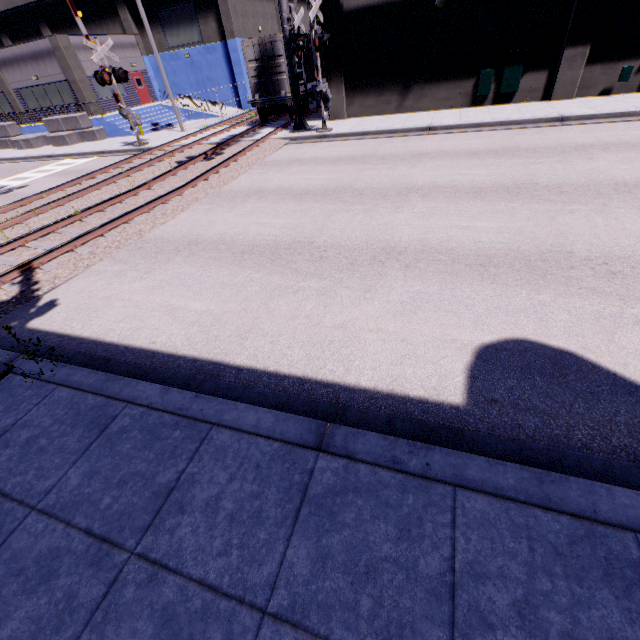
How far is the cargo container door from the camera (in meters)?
17.25

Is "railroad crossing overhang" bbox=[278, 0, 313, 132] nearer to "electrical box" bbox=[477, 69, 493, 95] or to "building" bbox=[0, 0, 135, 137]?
"building" bbox=[0, 0, 135, 137]

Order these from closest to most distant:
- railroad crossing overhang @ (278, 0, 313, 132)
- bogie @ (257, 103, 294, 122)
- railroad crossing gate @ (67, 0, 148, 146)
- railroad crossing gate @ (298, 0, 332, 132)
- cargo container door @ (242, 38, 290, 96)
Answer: railroad crossing gate @ (298, 0, 332, 132) → railroad crossing overhang @ (278, 0, 313, 132) → railroad crossing gate @ (67, 0, 148, 146) → cargo container door @ (242, 38, 290, 96) → bogie @ (257, 103, 294, 122)

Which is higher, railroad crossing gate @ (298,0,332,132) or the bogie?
railroad crossing gate @ (298,0,332,132)

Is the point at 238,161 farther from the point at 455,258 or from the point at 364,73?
the point at 455,258

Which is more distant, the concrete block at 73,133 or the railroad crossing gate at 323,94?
the concrete block at 73,133

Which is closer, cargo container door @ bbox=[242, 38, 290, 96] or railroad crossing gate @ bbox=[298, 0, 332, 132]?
railroad crossing gate @ bbox=[298, 0, 332, 132]

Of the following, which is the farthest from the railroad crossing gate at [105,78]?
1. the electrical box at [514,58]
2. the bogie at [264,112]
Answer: the electrical box at [514,58]
